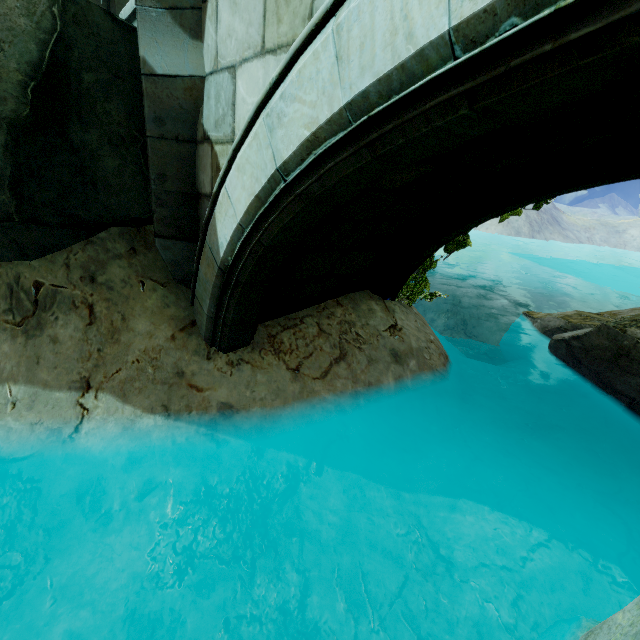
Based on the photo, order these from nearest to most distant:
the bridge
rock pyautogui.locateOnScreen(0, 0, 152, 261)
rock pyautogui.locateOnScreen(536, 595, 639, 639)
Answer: the bridge, rock pyautogui.locateOnScreen(536, 595, 639, 639), rock pyautogui.locateOnScreen(0, 0, 152, 261)

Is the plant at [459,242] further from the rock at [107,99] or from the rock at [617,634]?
the rock at [107,99]

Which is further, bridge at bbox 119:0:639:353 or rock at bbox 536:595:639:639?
rock at bbox 536:595:639:639

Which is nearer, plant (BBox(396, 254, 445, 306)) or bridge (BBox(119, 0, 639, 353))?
bridge (BBox(119, 0, 639, 353))

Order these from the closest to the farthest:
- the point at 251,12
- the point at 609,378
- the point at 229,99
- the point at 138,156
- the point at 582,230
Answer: the point at 251,12, the point at 229,99, the point at 138,156, the point at 609,378, the point at 582,230

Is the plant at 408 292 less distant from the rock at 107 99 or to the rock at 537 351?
the rock at 537 351

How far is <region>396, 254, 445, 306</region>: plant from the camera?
6.4 meters

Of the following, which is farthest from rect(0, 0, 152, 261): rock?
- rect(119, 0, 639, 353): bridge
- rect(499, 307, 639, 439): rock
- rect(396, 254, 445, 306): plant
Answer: rect(499, 307, 639, 439): rock
